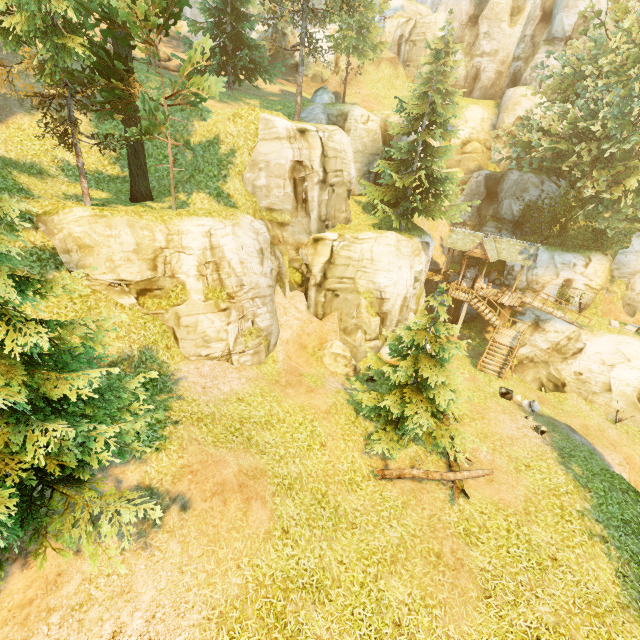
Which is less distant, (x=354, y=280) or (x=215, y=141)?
(x=215, y=141)

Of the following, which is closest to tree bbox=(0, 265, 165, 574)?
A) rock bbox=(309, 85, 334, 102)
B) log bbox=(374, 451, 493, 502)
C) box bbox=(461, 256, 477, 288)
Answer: log bbox=(374, 451, 493, 502)

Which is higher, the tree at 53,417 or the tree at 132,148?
the tree at 132,148

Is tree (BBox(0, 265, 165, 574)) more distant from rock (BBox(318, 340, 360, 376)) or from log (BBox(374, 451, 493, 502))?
rock (BBox(318, 340, 360, 376))

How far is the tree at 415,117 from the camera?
20.0m

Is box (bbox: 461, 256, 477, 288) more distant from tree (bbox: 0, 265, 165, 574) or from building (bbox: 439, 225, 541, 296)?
tree (bbox: 0, 265, 165, 574)

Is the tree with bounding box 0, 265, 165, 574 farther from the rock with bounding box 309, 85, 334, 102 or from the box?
the box

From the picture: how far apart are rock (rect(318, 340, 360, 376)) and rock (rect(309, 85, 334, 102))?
17.45m
